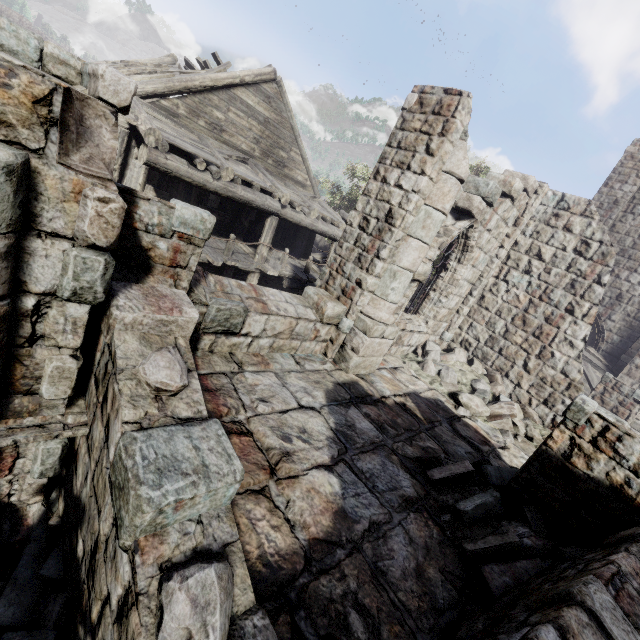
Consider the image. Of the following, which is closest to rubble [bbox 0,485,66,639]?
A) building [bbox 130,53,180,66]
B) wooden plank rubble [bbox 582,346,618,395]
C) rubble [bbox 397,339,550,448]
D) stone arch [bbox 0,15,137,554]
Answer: stone arch [bbox 0,15,137,554]

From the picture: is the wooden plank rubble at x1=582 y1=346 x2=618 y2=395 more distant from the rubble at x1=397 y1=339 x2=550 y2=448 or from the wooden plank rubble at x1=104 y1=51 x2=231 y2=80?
the wooden plank rubble at x1=104 y1=51 x2=231 y2=80

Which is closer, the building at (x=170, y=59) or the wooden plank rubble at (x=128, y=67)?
the wooden plank rubble at (x=128, y=67)

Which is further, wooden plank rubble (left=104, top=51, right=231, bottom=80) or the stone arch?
wooden plank rubble (left=104, top=51, right=231, bottom=80)

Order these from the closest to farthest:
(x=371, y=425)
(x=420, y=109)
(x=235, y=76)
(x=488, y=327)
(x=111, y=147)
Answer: (x=111, y=147) → (x=371, y=425) → (x=420, y=109) → (x=488, y=327) → (x=235, y=76)

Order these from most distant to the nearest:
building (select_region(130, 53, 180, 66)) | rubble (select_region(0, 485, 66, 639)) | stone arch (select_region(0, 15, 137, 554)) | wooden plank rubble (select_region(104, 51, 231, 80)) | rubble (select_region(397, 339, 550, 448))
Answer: building (select_region(130, 53, 180, 66)) → wooden plank rubble (select_region(104, 51, 231, 80)) → rubble (select_region(397, 339, 550, 448)) → rubble (select_region(0, 485, 66, 639)) → stone arch (select_region(0, 15, 137, 554))

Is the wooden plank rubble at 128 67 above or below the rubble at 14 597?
above

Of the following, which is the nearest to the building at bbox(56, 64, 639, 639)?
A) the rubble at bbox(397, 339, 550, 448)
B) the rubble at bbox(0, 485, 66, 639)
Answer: the rubble at bbox(397, 339, 550, 448)
